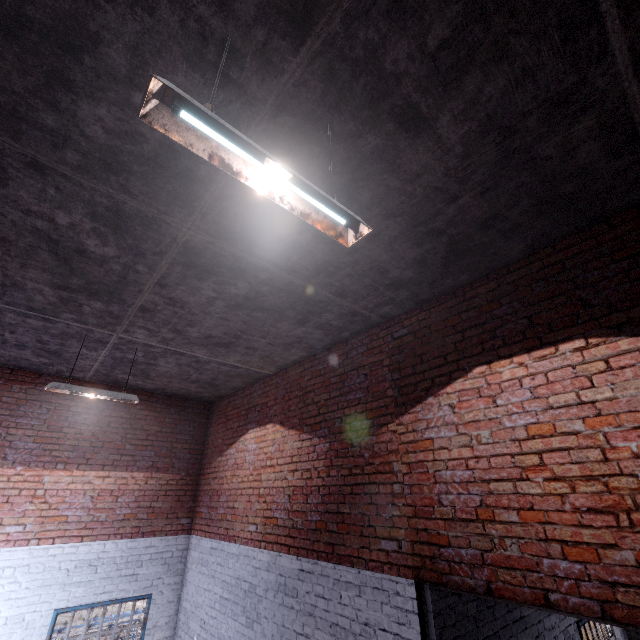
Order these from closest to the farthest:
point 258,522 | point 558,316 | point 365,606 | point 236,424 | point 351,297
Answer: point 558,316
point 365,606
point 351,297
point 258,522
point 236,424

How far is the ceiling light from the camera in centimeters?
130cm

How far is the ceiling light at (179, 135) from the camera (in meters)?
1.30
